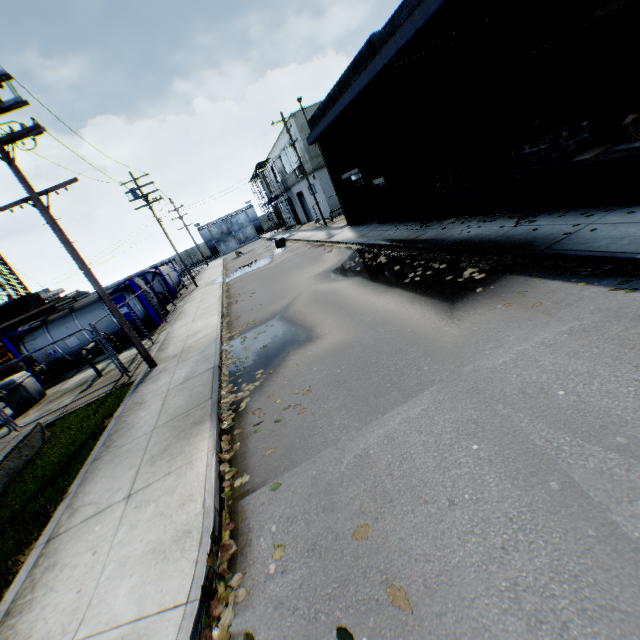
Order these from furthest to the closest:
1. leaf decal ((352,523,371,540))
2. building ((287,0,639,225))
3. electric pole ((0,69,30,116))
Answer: building ((287,0,639,225)) < electric pole ((0,69,30,116)) < leaf decal ((352,523,371,540))

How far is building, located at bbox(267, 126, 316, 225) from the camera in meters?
35.3

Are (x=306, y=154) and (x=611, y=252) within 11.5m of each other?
no

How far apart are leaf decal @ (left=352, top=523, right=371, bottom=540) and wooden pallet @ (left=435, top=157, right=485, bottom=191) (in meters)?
12.54

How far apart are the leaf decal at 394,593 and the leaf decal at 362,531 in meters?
0.5

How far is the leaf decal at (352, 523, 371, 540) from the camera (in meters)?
3.24

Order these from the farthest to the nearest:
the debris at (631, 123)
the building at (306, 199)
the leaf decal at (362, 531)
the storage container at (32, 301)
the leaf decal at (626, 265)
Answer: the storage container at (32, 301), the building at (306, 199), the debris at (631, 123), the leaf decal at (626, 265), the leaf decal at (362, 531)

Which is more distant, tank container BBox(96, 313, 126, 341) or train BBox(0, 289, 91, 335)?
train BBox(0, 289, 91, 335)
